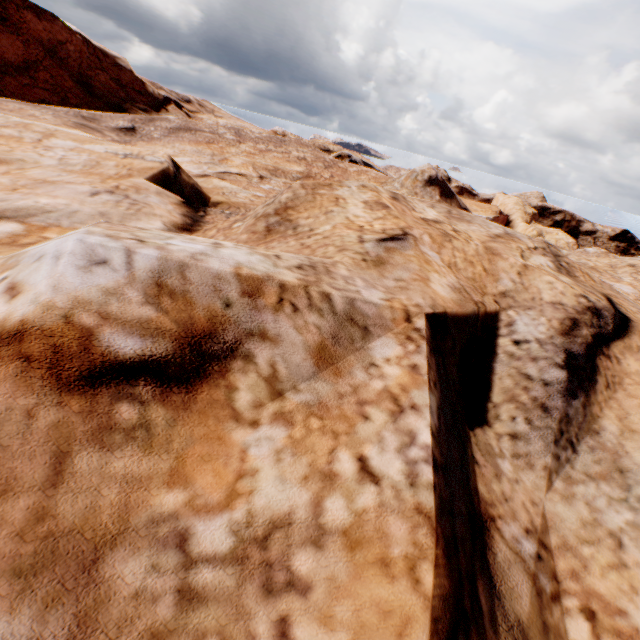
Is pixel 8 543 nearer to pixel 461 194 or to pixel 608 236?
pixel 461 194
